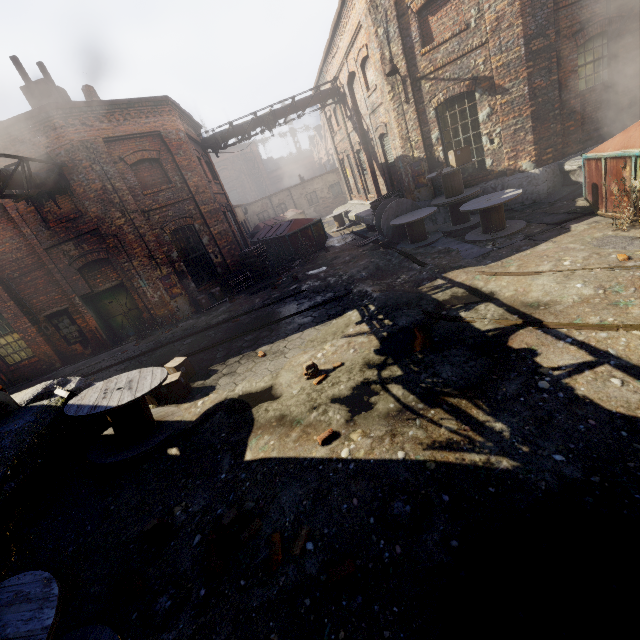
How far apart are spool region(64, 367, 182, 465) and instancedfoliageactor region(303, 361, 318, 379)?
2.37m

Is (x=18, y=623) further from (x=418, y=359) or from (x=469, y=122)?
(x=469, y=122)

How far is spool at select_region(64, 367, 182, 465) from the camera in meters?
5.0

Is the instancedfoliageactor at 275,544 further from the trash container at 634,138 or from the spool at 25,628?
the trash container at 634,138

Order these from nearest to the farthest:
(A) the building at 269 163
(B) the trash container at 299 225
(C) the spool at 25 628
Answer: (C) the spool at 25 628
(B) the trash container at 299 225
(A) the building at 269 163

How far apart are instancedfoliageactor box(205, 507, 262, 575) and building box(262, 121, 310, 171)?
61.96m

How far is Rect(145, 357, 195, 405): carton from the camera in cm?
652

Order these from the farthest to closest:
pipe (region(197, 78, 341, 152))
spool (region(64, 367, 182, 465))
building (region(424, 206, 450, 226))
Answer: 1. pipe (region(197, 78, 341, 152))
2. building (region(424, 206, 450, 226))
3. spool (region(64, 367, 182, 465))
